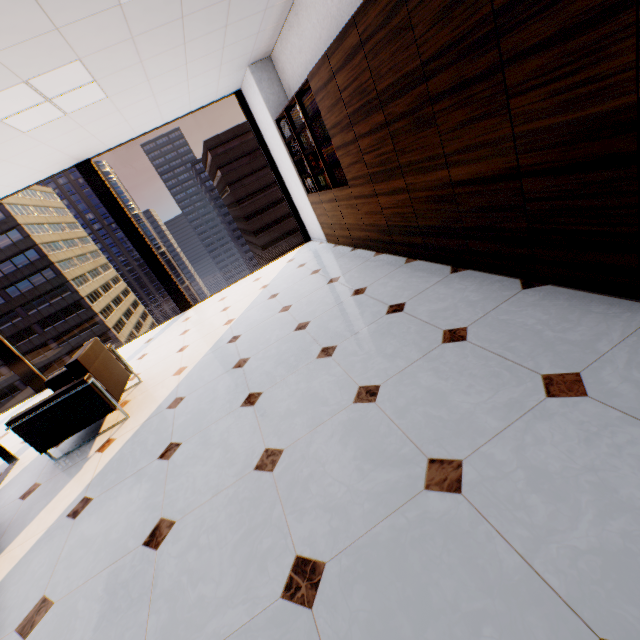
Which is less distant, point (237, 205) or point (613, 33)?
point (613, 33)

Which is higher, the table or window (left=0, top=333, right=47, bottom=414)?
window (left=0, top=333, right=47, bottom=414)

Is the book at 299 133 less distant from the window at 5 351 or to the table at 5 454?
the window at 5 351

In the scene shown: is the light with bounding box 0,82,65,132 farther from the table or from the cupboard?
the table

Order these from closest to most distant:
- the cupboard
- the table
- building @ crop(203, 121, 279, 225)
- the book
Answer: the cupboard
the table
the book
building @ crop(203, 121, 279, 225)

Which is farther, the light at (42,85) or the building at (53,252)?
the building at (53,252)

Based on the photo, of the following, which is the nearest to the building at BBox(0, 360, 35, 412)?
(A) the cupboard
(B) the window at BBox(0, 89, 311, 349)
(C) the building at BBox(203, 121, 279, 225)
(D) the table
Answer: (C) the building at BBox(203, 121, 279, 225)

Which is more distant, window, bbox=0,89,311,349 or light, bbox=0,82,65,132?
window, bbox=0,89,311,349
